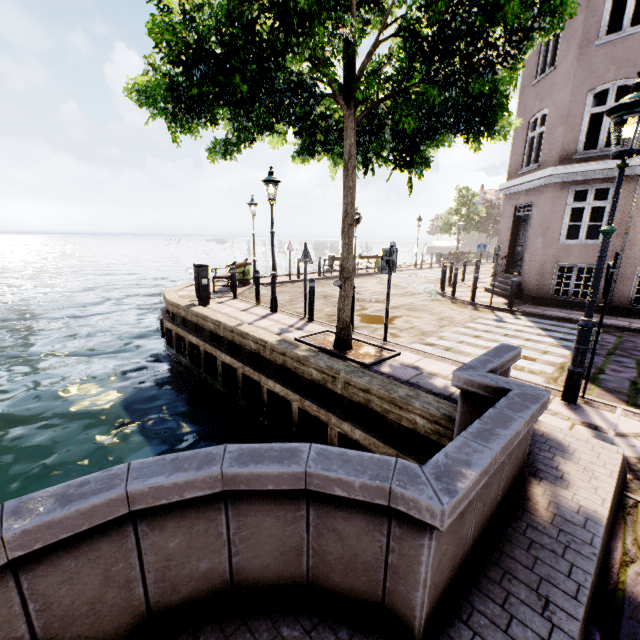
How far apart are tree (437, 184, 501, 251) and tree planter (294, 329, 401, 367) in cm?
3171

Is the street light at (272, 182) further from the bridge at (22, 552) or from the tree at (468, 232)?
the tree at (468, 232)

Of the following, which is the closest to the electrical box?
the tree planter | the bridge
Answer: the tree planter

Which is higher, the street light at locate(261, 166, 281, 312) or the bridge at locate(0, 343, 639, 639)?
the street light at locate(261, 166, 281, 312)

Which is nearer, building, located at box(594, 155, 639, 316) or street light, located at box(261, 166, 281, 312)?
street light, located at box(261, 166, 281, 312)

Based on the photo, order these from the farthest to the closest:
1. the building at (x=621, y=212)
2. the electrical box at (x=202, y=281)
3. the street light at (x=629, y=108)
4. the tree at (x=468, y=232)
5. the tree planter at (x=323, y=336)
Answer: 1. the tree at (x=468, y=232)
2. the electrical box at (x=202, y=281)
3. the building at (x=621, y=212)
4. the tree planter at (x=323, y=336)
5. the street light at (x=629, y=108)

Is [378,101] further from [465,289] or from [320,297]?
[465,289]

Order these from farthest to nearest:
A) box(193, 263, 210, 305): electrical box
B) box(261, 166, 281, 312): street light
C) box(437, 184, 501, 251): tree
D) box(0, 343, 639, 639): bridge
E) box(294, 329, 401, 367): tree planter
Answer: box(437, 184, 501, 251): tree, box(193, 263, 210, 305): electrical box, box(261, 166, 281, 312): street light, box(294, 329, 401, 367): tree planter, box(0, 343, 639, 639): bridge
